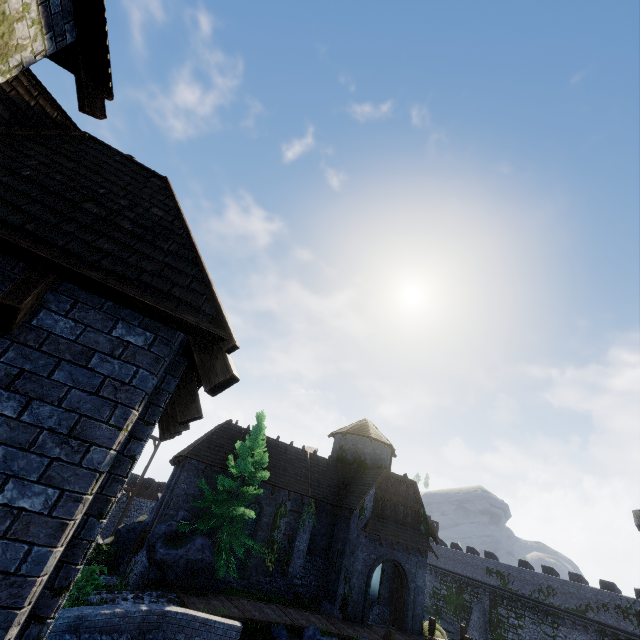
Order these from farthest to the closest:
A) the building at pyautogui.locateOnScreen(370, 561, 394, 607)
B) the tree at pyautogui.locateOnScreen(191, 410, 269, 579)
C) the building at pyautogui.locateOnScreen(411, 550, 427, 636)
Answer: the building at pyautogui.locateOnScreen(370, 561, 394, 607), the building at pyautogui.locateOnScreen(411, 550, 427, 636), the tree at pyautogui.locateOnScreen(191, 410, 269, 579)

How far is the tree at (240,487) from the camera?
17.16m

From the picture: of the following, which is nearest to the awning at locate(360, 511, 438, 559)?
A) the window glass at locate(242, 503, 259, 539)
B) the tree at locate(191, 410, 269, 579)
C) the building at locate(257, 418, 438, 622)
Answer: the building at locate(257, 418, 438, 622)

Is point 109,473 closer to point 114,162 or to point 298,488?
point 114,162

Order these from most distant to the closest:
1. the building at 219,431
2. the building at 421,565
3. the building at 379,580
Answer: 1. the building at 379,580
2. the building at 421,565
3. the building at 219,431

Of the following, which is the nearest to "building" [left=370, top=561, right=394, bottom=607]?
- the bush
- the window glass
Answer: the window glass

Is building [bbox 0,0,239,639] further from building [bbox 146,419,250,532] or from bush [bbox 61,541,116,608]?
building [bbox 146,419,250,532]
